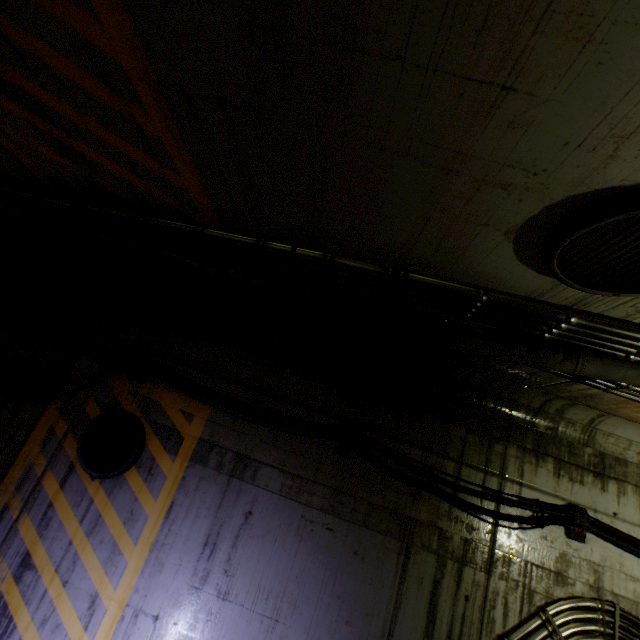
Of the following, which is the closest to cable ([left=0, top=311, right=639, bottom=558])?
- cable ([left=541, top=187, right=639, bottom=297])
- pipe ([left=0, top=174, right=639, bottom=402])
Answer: pipe ([left=0, top=174, right=639, bottom=402])

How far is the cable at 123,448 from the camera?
4.0 meters

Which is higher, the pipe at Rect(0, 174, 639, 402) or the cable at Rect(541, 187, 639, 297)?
the cable at Rect(541, 187, 639, 297)

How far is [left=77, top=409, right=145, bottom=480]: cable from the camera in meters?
4.0

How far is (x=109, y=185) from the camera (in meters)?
2.94

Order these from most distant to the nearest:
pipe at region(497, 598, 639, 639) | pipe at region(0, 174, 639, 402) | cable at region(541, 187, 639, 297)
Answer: pipe at region(497, 598, 639, 639), pipe at region(0, 174, 639, 402), cable at region(541, 187, 639, 297)

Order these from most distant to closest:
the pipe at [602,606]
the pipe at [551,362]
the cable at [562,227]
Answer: the pipe at [602,606]
the pipe at [551,362]
the cable at [562,227]

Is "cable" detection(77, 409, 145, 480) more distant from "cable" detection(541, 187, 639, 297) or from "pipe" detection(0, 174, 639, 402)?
"cable" detection(541, 187, 639, 297)
